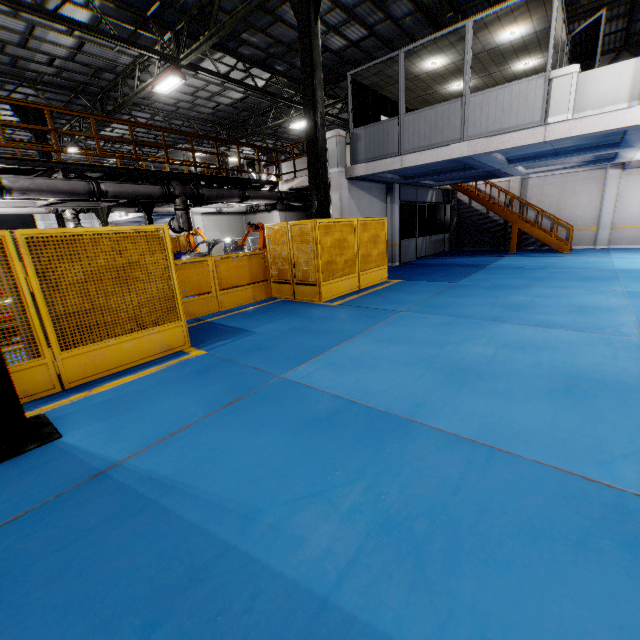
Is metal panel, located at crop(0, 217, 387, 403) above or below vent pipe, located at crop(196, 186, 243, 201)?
below

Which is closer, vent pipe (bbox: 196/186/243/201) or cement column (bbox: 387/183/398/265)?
vent pipe (bbox: 196/186/243/201)

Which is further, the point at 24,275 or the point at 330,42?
the point at 330,42

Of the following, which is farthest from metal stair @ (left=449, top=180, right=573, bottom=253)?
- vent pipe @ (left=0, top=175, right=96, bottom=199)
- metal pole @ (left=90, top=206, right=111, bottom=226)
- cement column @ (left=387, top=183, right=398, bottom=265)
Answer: metal pole @ (left=90, top=206, right=111, bottom=226)

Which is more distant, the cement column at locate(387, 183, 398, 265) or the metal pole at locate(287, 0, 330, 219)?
the cement column at locate(387, 183, 398, 265)

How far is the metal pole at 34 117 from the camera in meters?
13.9 m

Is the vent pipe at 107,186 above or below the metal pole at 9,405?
above

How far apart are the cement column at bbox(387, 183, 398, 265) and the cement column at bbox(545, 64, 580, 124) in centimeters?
697cm
